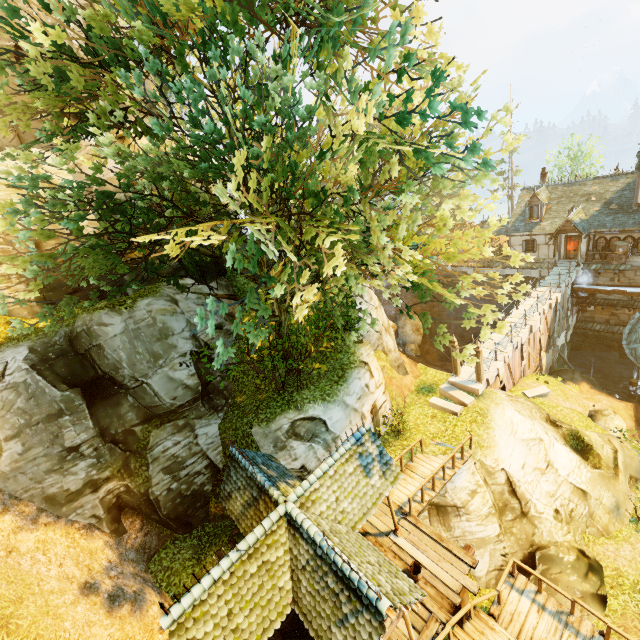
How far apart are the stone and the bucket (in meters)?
8.66

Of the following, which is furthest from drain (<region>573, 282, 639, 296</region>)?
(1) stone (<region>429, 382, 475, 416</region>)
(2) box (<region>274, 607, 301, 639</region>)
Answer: (2) box (<region>274, 607, 301, 639</region>)

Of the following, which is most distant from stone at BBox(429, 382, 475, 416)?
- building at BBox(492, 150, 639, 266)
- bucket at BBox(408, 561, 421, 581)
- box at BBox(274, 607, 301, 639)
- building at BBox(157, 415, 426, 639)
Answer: building at BBox(492, 150, 639, 266)

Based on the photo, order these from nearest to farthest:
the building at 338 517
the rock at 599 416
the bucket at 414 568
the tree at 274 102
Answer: the tree at 274 102
the building at 338 517
the bucket at 414 568
the rock at 599 416

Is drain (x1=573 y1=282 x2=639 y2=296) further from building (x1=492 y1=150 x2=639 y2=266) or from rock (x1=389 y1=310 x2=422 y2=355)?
rock (x1=389 y1=310 x2=422 y2=355)

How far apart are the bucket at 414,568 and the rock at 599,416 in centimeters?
1539cm

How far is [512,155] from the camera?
46.03m

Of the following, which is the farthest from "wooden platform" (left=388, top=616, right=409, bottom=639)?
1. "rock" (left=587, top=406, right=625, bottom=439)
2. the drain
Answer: the drain
